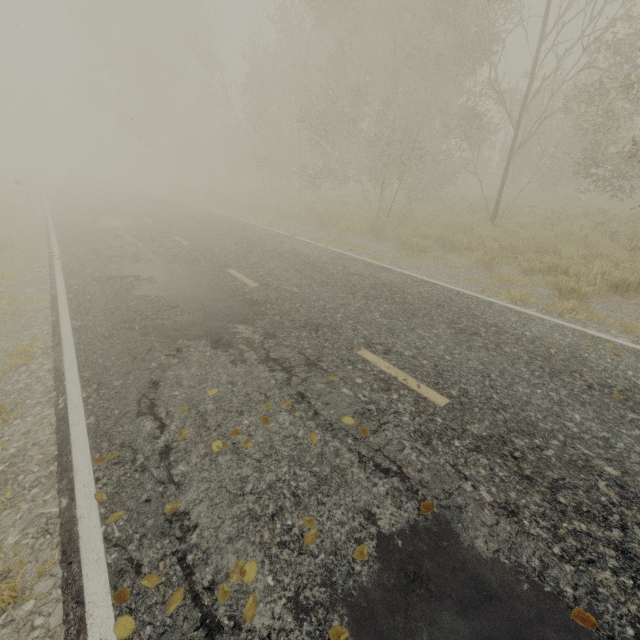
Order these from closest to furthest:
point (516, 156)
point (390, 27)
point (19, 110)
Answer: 1. point (516, 156)
2. point (19, 110)
3. point (390, 27)

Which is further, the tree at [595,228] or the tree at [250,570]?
the tree at [595,228]

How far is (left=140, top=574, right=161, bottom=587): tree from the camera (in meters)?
2.40

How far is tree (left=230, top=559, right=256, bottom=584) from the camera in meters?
2.4 m

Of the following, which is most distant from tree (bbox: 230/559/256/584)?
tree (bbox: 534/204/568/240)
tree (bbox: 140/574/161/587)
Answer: tree (bbox: 140/574/161/587)

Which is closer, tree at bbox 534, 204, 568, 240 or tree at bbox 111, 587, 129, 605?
tree at bbox 111, 587, 129, 605

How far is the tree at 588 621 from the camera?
2.07m

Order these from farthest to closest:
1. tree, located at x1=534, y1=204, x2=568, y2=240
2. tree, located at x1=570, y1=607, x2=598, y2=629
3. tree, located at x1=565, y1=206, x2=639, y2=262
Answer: tree, located at x1=534, y1=204, x2=568, y2=240
tree, located at x1=565, y1=206, x2=639, y2=262
tree, located at x1=570, y1=607, x2=598, y2=629
